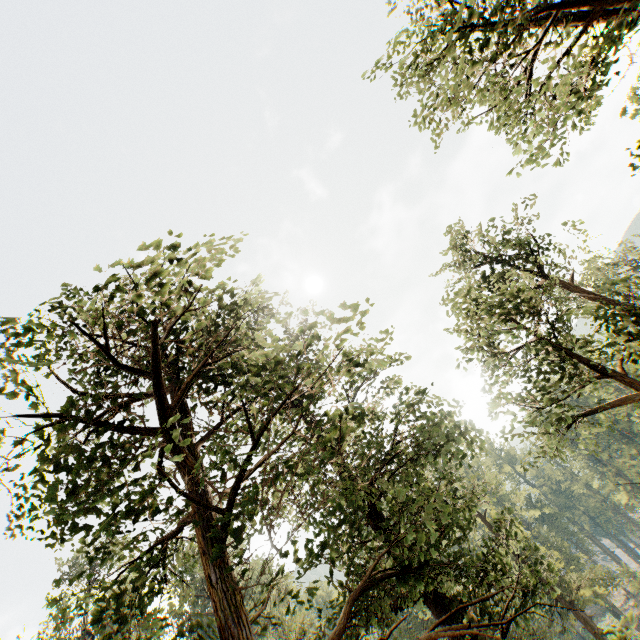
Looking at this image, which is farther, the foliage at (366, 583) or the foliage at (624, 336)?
the foliage at (624, 336)

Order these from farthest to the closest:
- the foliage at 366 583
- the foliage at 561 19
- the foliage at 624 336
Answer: the foliage at 624 336
the foliage at 561 19
the foliage at 366 583

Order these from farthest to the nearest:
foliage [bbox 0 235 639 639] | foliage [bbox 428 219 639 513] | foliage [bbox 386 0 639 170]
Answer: foliage [bbox 428 219 639 513]
foliage [bbox 386 0 639 170]
foliage [bbox 0 235 639 639]

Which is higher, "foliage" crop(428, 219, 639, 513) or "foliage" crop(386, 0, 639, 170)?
"foliage" crop(386, 0, 639, 170)

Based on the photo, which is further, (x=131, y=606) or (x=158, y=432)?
(x=158, y=432)

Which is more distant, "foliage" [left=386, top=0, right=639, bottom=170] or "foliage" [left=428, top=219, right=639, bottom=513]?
"foliage" [left=428, top=219, right=639, bottom=513]
